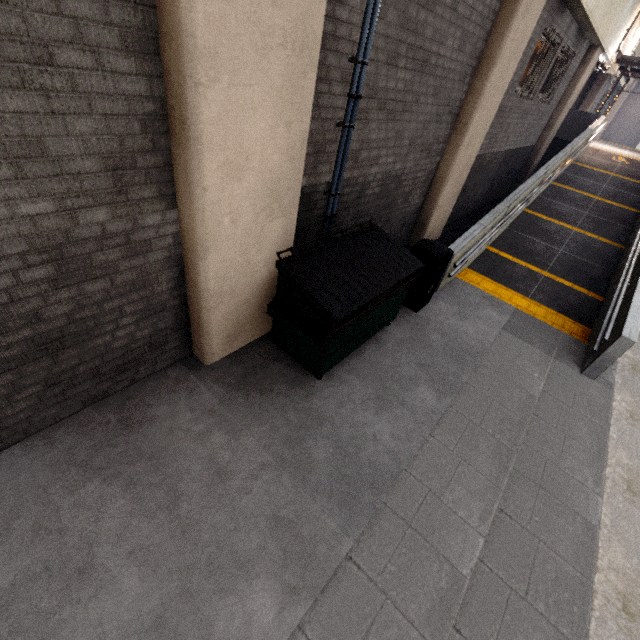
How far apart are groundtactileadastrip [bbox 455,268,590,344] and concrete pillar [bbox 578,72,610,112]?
18.9 meters

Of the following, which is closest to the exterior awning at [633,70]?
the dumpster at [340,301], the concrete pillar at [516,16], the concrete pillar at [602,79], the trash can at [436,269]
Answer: → the concrete pillar at [602,79]

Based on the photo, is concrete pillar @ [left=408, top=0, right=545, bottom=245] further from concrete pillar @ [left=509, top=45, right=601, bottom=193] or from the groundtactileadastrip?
concrete pillar @ [left=509, top=45, right=601, bottom=193]

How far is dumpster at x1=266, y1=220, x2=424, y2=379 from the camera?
3.6m

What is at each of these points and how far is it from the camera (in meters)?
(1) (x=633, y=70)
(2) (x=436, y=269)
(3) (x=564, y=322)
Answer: (1) exterior awning, 15.12
(2) trash can, 5.36
(3) groundtactileadastrip, 6.68

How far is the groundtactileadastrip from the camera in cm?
649

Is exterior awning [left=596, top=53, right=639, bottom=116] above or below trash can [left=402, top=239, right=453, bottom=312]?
above

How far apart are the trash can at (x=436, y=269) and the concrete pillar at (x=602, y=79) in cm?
2101
